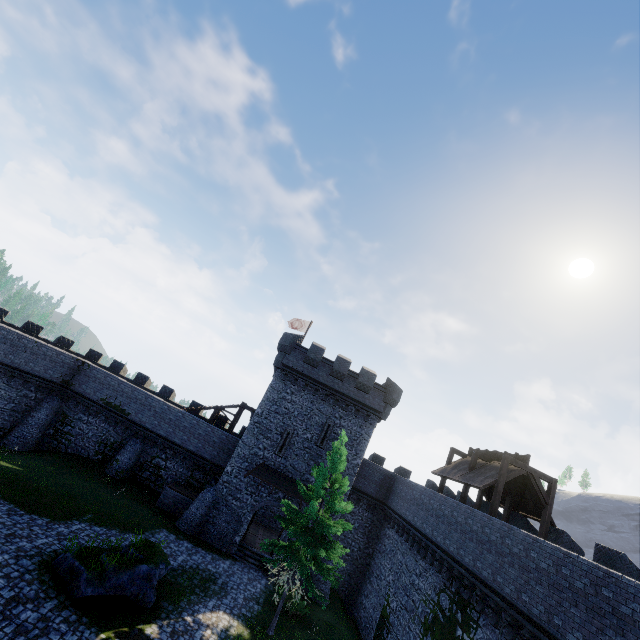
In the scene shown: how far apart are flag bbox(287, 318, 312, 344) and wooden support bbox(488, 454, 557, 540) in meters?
21.5 m

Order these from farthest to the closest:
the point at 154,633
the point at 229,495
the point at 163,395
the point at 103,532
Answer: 1. the point at 163,395
2. the point at 229,495
3. the point at 103,532
4. the point at 154,633

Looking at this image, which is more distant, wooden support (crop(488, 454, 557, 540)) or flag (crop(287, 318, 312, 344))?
flag (crop(287, 318, 312, 344))

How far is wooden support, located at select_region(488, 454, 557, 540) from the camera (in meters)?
16.83

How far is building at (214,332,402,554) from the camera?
25.3m

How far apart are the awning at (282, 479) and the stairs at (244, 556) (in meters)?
4.40

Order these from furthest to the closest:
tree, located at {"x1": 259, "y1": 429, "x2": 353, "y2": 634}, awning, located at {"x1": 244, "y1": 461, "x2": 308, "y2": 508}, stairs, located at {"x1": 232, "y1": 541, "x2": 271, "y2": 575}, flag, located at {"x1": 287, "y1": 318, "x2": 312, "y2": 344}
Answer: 1. flag, located at {"x1": 287, "y1": 318, "x2": 312, "y2": 344}
2. awning, located at {"x1": 244, "y1": 461, "x2": 308, "y2": 508}
3. stairs, located at {"x1": 232, "y1": 541, "x2": 271, "y2": 575}
4. tree, located at {"x1": 259, "y1": 429, "x2": 353, "y2": 634}

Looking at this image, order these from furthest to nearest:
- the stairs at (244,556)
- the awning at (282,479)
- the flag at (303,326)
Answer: the flag at (303,326) → the awning at (282,479) → the stairs at (244,556)
